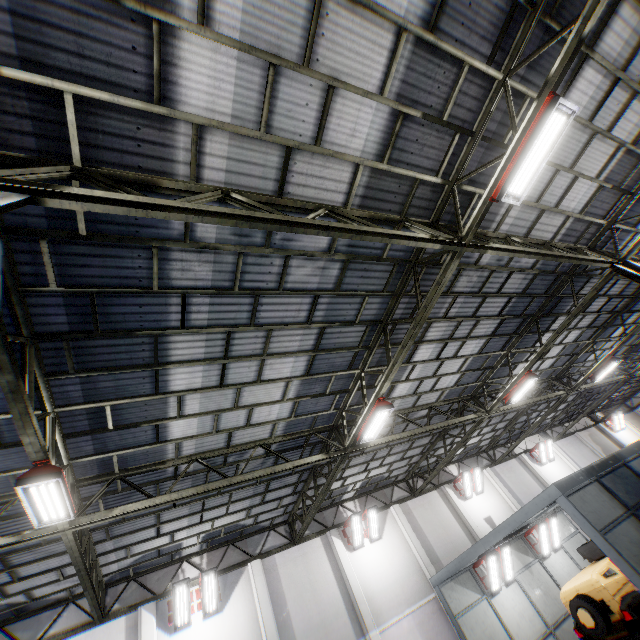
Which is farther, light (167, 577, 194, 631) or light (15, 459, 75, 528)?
light (167, 577, 194, 631)

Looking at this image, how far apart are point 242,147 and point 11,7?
2.6m

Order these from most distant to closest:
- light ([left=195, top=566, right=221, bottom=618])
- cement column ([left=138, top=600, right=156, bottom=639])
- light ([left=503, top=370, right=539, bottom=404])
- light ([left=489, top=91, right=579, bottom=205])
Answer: light ([left=503, top=370, right=539, bottom=404]) < light ([left=195, top=566, right=221, bottom=618]) < cement column ([left=138, top=600, right=156, bottom=639]) < light ([left=489, top=91, right=579, bottom=205])

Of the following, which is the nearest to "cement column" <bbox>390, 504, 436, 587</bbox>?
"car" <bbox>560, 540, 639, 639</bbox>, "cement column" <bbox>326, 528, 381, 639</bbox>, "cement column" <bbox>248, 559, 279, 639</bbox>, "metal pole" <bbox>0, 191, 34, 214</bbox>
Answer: "cement column" <bbox>326, 528, 381, 639</bbox>

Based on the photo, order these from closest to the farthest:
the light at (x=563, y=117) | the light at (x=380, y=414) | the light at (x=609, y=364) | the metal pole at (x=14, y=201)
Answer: the metal pole at (x=14, y=201) < the light at (x=563, y=117) < the light at (x=380, y=414) < the light at (x=609, y=364)

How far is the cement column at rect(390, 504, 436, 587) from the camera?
15.45m

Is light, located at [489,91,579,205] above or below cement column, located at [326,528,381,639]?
above

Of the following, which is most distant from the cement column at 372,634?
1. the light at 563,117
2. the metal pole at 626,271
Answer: the light at 563,117
